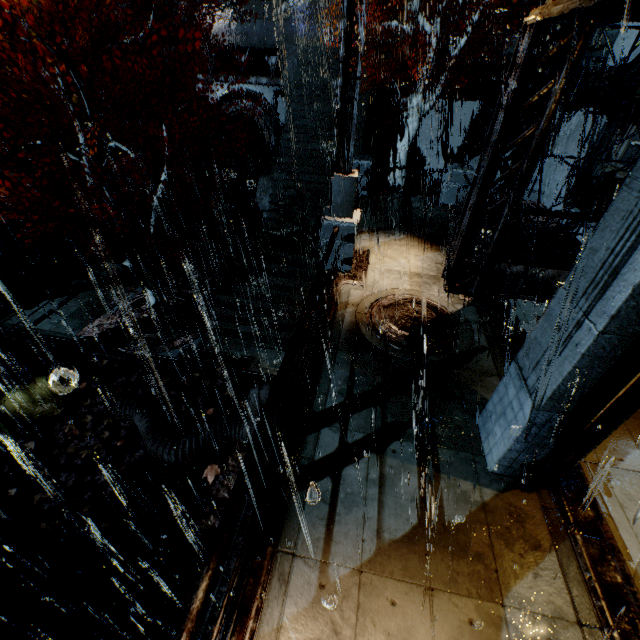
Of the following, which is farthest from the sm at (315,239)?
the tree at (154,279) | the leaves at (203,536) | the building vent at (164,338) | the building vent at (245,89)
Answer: the building vent at (245,89)

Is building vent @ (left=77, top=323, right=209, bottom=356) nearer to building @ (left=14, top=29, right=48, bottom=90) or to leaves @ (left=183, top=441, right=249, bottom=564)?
leaves @ (left=183, top=441, right=249, bottom=564)

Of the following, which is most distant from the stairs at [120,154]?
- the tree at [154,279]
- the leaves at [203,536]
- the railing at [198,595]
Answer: the railing at [198,595]

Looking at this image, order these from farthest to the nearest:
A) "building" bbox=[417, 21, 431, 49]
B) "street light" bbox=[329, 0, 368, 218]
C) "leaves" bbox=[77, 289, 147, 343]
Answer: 1. "building" bbox=[417, 21, 431, 49]
2. "leaves" bbox=[77, 289, 147, 343]
3. "street light" bbox=[329, 0, 368, 218]

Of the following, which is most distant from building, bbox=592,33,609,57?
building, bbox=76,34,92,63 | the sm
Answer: the sm

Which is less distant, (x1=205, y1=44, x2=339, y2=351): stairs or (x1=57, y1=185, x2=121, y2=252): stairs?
(x1=205, y1=44, x2=339, y2=351): stairs

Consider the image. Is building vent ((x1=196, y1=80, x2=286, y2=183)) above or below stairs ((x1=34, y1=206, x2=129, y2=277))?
above

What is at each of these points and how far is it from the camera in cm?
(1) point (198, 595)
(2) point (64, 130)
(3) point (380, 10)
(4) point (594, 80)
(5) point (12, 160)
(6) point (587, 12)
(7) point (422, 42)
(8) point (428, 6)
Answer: (1) railing, 279
(2) building, 1839
(3) building, 1864
(4) building, 1499
(5) building, 1603
(6) building, 462
(7) building, 1678
(8) building, 1817
